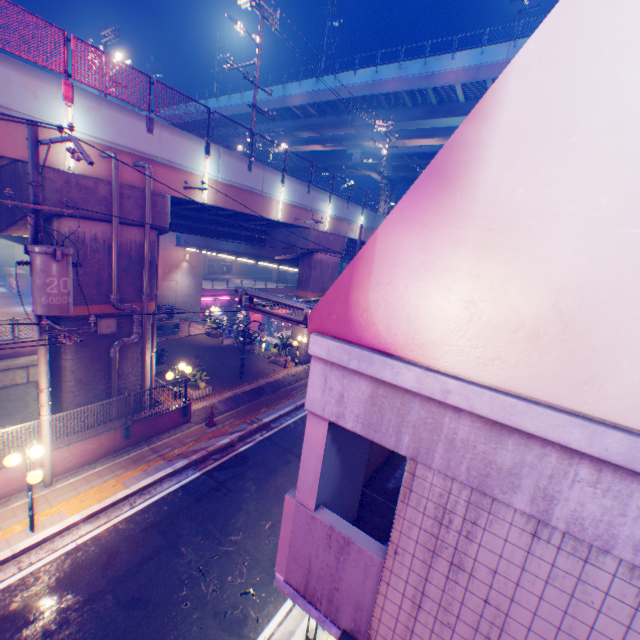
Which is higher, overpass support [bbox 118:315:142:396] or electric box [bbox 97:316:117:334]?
electric box [bbox 97:316:117:334]

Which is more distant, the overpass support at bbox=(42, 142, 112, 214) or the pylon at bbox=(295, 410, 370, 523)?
the overpass support at bbox=(42, 142, 112, 214)

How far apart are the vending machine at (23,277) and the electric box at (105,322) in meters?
26.3

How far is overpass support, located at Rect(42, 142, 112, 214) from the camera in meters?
9.3

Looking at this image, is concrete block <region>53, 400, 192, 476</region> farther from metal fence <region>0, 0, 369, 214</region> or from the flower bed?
the flower bed

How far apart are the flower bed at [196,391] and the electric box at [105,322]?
4.8 meters

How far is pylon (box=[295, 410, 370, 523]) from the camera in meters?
3.2 m

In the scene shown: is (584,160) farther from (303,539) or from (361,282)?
(303,539)
